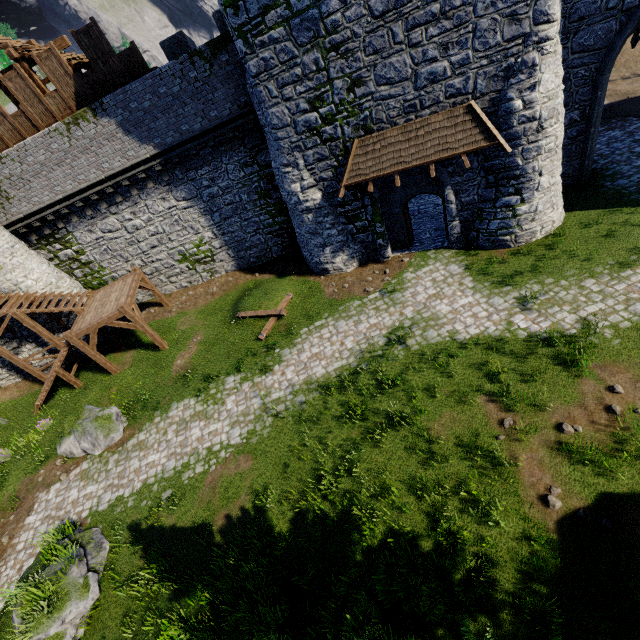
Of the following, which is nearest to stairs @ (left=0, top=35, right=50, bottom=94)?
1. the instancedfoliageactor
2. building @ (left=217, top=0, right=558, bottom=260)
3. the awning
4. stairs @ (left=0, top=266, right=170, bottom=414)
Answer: → building @ (left=217, top=0, right=558, bottom=260)

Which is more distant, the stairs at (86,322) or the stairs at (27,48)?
the stairs at (86,322)

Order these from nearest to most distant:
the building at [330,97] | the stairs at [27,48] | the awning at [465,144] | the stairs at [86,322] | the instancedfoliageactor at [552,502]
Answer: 1. the instancedfoliageactor at [552,502]
2. the building at [330,97]
3. the awning at [465,144]
4. the stairs at [27,48]
5. the stairs at [86,322]

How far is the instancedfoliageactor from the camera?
7.36m

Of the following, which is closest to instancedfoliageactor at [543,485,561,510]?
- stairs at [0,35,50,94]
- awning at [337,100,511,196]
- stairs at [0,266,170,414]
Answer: awning at [337,100,511,196]

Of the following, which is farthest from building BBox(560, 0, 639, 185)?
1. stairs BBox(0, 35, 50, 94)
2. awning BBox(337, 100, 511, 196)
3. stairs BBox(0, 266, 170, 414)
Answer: stairs BBox(0, 266, 170, 414)

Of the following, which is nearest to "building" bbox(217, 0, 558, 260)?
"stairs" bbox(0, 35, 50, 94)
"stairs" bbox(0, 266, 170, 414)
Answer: "stairs" bbox(0, 35, 50, 94)

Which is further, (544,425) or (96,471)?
(96,471)
